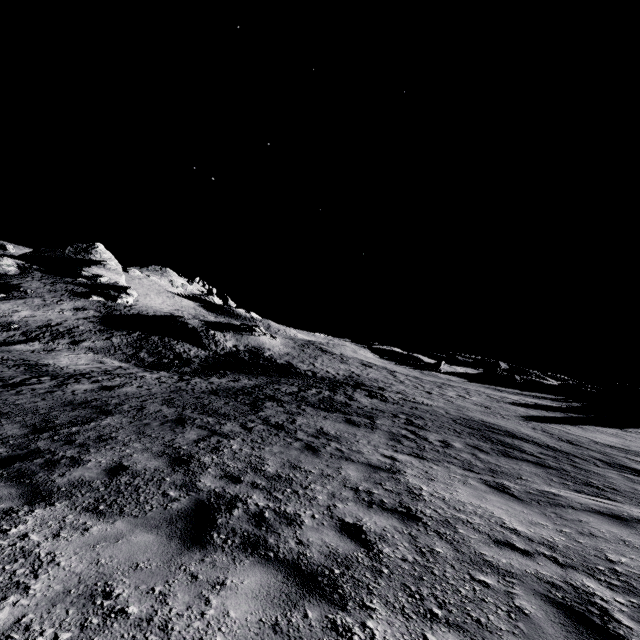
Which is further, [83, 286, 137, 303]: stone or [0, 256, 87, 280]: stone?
[0, 256, 87, 280]: stone

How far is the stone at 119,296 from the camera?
51.1 meters

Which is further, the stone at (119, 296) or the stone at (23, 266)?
the stone at (23, 266)

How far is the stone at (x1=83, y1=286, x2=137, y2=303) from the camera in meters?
51.1 m

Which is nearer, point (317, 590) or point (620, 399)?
point (317, 590)
